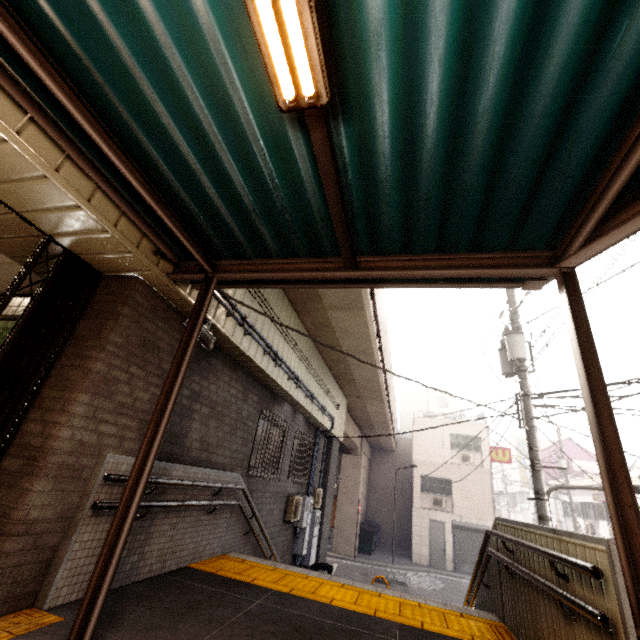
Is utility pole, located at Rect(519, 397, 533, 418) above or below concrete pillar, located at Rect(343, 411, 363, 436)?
below

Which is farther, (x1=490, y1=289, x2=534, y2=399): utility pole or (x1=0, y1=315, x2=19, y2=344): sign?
(x1=490, y1=289, x2=534, y2=399): utility pole

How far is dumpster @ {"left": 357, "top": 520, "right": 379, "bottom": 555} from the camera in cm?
2009

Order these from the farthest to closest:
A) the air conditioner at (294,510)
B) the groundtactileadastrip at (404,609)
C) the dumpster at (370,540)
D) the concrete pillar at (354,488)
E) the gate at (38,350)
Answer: the dumpster at (370,540) → the concrete pillar at (354,488) → the air conditioner at (294,510) → the groundtactileadastrip at (404,609) → the gate at (38,350)

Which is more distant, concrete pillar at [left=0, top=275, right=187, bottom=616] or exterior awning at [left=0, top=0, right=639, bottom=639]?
concrete pillar at [left=0, top=275, right=187, bottom=616]

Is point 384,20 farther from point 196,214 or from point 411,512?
point 411,512

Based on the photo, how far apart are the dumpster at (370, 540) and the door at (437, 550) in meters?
3.5

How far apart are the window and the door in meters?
22.6 m
